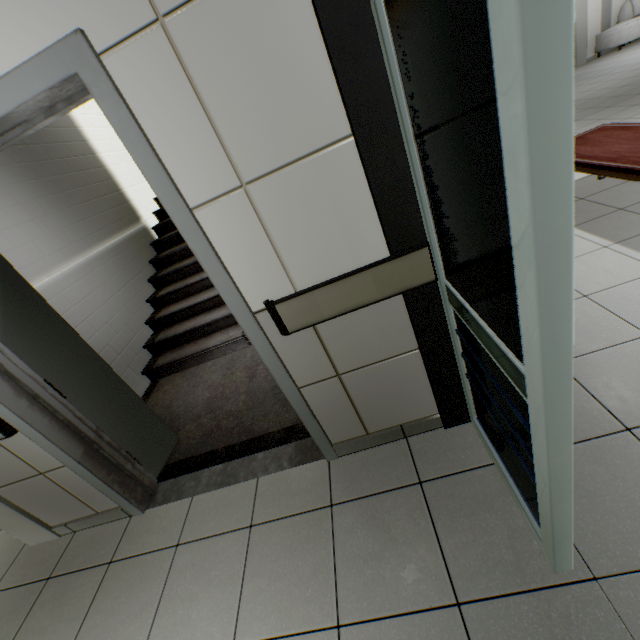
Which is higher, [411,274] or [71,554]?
[411,274]

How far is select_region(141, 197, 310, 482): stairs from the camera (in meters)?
2.45

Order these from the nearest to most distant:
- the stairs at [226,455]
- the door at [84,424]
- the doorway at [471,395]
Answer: the doorway at [471,395], the door at [84,424], the stairs at [226,455]

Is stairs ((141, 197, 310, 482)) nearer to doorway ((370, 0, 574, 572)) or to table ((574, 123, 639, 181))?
doorway ((370, 0, 574, 572))

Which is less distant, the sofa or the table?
the table

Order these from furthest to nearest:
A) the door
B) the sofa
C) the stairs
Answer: the sofa
the stairs
the door

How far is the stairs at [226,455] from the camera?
2.5m

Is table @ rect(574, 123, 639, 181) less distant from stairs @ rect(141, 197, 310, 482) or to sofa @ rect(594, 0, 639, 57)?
stairs @ rect(141, 197, 310, 482)
